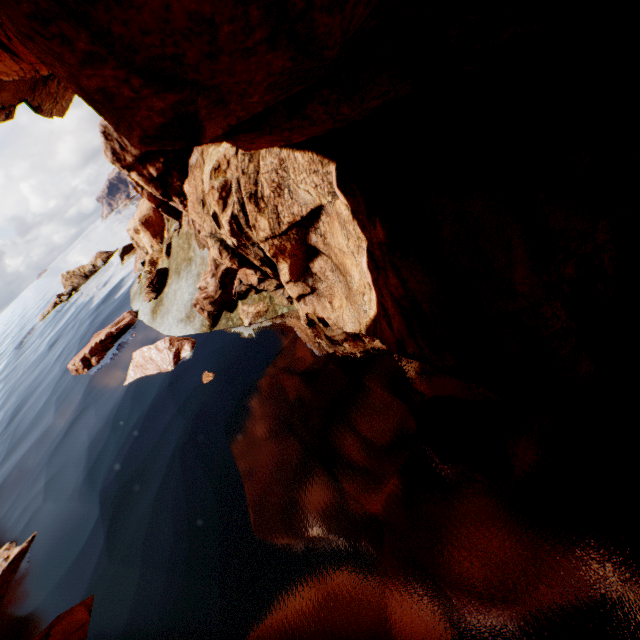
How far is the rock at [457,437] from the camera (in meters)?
4.01

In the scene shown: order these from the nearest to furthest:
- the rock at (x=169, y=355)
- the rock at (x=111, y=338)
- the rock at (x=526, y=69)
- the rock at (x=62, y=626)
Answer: the rock at (x=526, y=69) < the rock at (x=62, y=626) < the rock at (x=169, y=355) < the rock at (x=111, y=338)

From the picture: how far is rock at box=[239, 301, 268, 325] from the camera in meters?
9.5

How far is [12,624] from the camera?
7.8m

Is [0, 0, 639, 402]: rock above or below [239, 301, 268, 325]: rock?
above

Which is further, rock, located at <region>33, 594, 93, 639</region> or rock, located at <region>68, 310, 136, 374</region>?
rock, located at <region>68, 310, 136, 374</region>

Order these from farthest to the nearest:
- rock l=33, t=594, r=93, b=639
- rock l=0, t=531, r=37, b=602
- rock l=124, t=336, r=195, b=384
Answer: rock l=124, t=336, r=195, b=384 → rock l=0, t=531, r=37, b=602 → rock l=33, t=594, r=93, b=639
